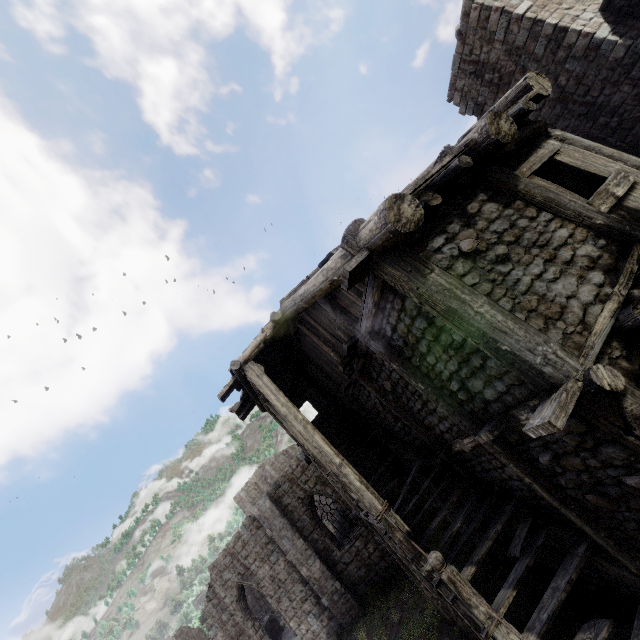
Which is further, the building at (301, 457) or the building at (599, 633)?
the building at (599, 633)

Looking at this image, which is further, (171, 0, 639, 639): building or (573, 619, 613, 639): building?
(573, 619, 613, 639): building

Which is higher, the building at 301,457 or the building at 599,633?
the building at 301,457

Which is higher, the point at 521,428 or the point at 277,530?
the point at 277,530

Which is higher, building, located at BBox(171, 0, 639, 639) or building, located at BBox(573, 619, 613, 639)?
building, located at BBox(171, 0, 639, 639)
